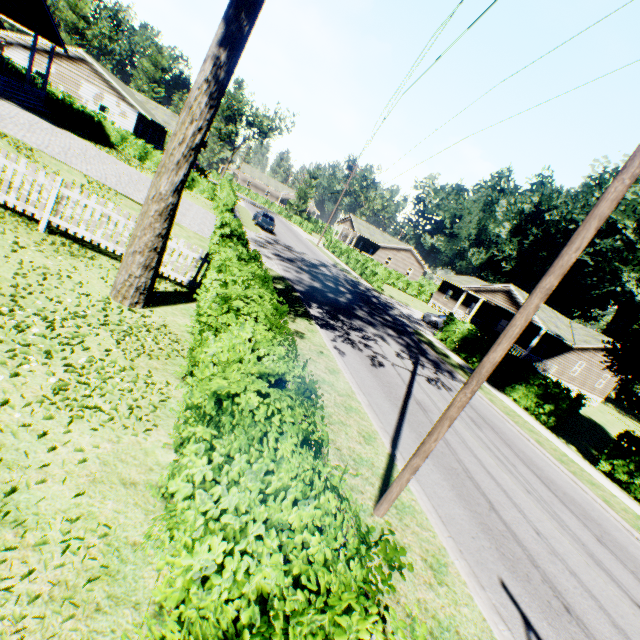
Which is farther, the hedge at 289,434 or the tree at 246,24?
the tree at 246,24

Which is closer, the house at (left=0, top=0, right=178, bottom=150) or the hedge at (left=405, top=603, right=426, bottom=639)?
the hedge at (left=405, top=603, right=426, bottom=639)

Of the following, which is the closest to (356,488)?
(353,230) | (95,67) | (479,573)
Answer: (479,573)

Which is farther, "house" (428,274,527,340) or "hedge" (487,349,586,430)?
"house" (428,274,527,340)

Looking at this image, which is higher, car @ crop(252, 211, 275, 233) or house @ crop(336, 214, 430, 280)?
house @ crop(336, 214, 430, 280)

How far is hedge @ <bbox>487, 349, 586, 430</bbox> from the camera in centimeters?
1585cm

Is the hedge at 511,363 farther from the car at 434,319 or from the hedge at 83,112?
the hedge at 83,112

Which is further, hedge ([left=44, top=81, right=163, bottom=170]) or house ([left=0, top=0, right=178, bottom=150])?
hedge ([left=44, top=81, right=163, bottom=170])
